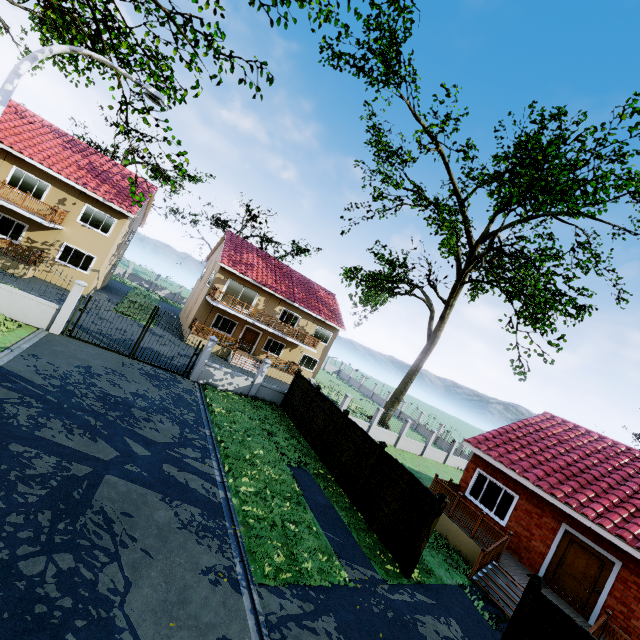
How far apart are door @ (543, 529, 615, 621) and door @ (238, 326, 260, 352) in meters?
23.1

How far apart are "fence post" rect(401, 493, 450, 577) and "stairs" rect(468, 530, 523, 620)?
3.06m

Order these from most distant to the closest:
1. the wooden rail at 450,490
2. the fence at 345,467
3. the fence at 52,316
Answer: the fence at 52,316
the fence at 345,467
the wooden rail at 450,490

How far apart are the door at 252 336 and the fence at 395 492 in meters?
18.6

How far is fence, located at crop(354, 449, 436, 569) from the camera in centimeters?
975cm

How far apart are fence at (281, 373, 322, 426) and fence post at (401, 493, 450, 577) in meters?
8.7 m

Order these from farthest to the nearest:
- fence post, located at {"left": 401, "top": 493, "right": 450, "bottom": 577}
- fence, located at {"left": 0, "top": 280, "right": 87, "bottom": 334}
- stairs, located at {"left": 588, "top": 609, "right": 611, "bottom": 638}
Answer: fence, located at {"left": 0, "top": 280, "right": 87, "bottom": 334}, fence post, located at {"left": 401, "top": 493, "right": 450, "bottom": 577}, stairs, located at {"left": 588, "top": 609, "right": 611, "bottom": 638}

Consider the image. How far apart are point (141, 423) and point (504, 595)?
13.07m
